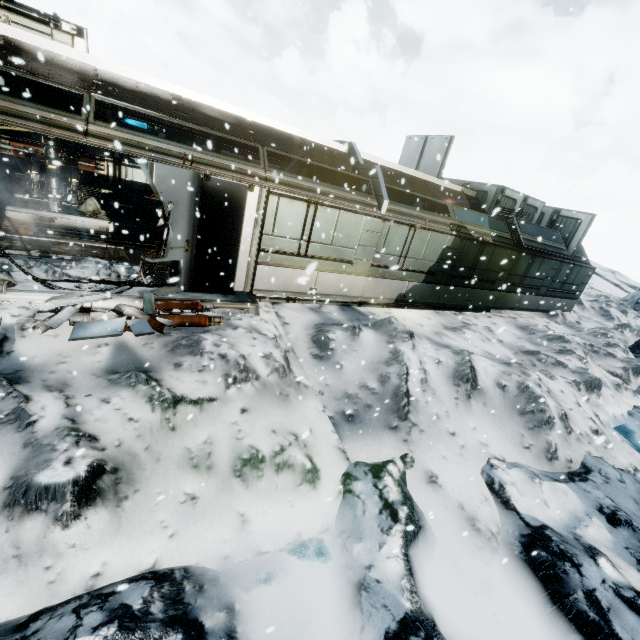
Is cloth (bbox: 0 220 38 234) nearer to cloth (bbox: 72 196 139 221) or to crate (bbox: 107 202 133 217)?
cloth (bbox: 72 196 139 221)

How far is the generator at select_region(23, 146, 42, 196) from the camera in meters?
10.5 m

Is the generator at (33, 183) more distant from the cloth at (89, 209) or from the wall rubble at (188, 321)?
the wall rubble at (188, 321)

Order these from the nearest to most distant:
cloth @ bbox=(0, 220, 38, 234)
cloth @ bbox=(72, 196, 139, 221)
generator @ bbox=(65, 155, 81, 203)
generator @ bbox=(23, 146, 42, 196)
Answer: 1. cloth @ bbox=(0, 220, 38, 234)
2. generator @ bbox=(23, 146, 42, 196)
3. generator @ bbox=(65, 155, 81, 203)
4. cloth @ bbox=(72, 196, 139, 221)

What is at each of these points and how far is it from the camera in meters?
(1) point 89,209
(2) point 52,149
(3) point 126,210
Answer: (1) cloth, 12.3 m
(2) generator, 10.6 m
(3) crate, 12.6 m

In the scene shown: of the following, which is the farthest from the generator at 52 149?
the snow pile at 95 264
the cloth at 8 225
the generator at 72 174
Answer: the snow pile at 95 264

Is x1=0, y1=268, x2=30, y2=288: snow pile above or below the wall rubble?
above

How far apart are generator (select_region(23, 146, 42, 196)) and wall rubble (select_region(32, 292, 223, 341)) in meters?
7.6
